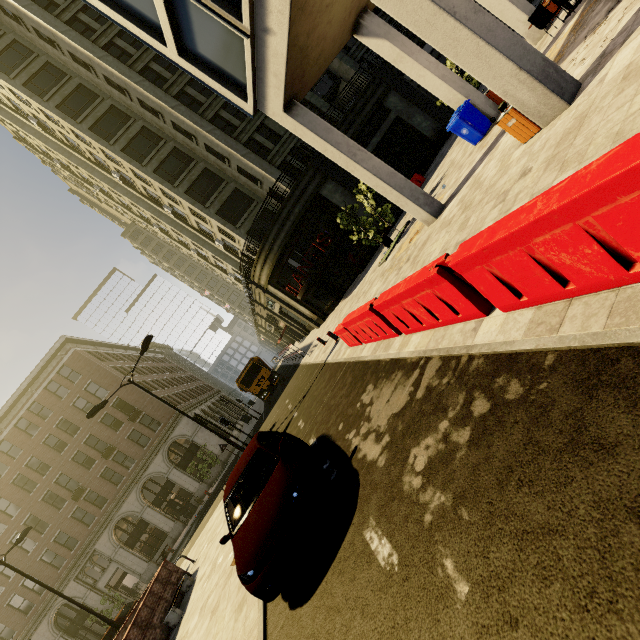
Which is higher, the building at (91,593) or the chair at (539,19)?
the building at (91,593)

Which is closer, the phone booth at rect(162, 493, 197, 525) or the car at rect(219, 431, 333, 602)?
the car at rect(219, 431, 333, 602)

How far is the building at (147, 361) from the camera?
35.9 meters

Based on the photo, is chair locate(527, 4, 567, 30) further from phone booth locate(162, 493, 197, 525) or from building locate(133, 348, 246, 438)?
phone booth locate(162, 493, 197, 525)

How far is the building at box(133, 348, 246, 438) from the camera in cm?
3591

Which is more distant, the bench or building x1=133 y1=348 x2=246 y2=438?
building x1=133 y1=348 x2=246 y2=438

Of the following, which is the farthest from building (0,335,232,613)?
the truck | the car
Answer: the car

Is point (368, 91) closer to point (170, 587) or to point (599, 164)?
point (599, 164)
